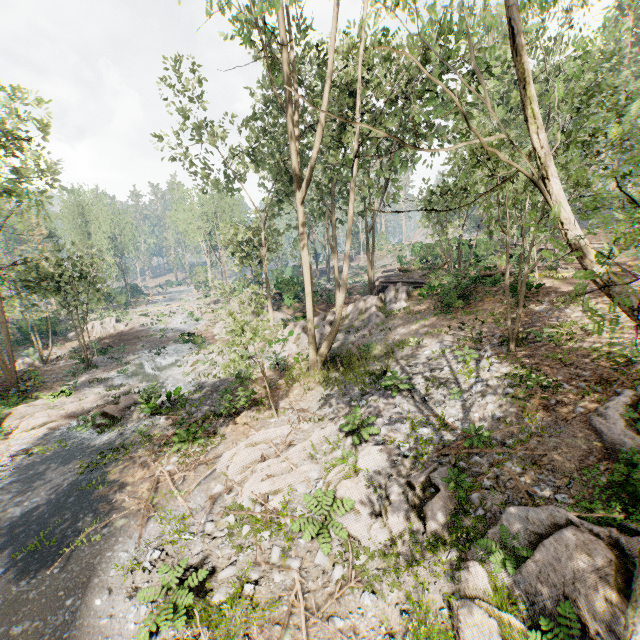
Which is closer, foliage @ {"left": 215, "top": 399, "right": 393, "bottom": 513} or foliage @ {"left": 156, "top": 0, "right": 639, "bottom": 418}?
foliage @ {"left": 156, "top": 0, "right": 639, "bottom": 418}

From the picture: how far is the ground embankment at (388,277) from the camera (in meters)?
26.28

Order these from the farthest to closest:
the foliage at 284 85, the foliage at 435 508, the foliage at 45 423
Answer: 1. the foliage at 45 423
2. the foliage at 435 508
3. the foliage at 284 85

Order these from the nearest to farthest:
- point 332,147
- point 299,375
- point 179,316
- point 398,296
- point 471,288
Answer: point 299,375 → point 471,288 → point 332,147 → point 398,296 → point 179,316

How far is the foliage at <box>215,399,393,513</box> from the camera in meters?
10.1 m

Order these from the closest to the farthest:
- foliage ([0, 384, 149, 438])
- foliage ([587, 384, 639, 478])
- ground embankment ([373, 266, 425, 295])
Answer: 1. foliage ([587, 384, 639, 478])
2. foliage ([0, 384, 149, 438])
3. ground embankment ([373, 266, 425, 295])

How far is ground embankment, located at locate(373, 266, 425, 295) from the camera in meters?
26.3
